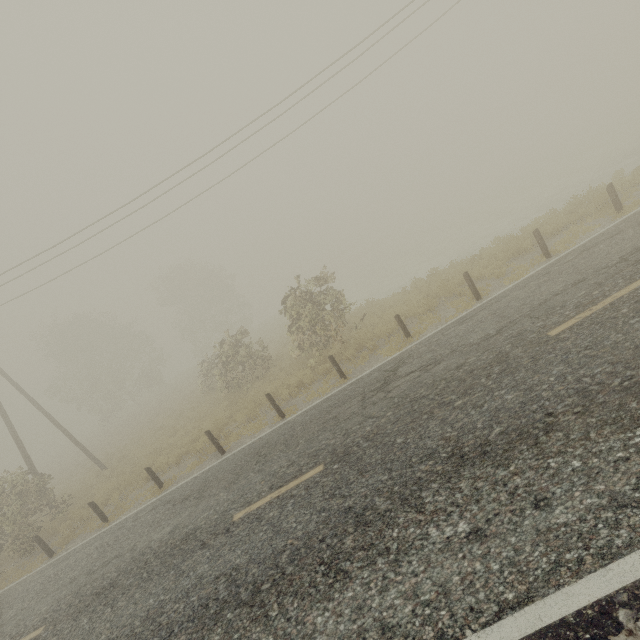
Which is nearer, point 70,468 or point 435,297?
point 435,297
